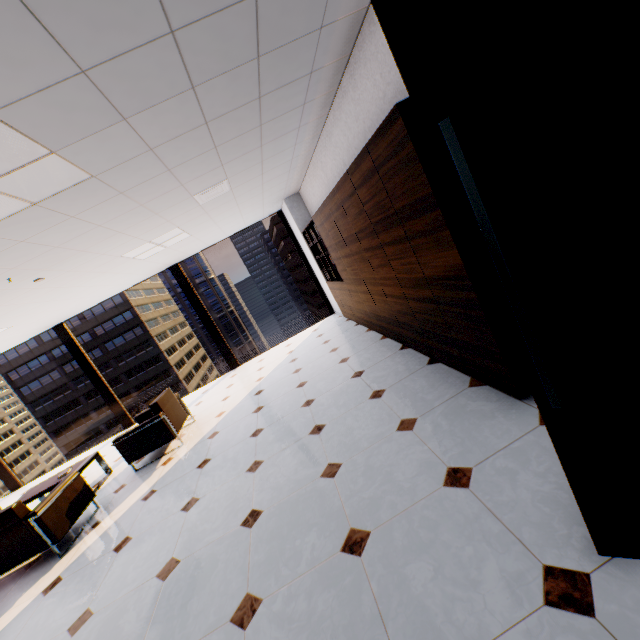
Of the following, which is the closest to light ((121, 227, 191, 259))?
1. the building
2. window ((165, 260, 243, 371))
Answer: window ((165, 260, 243, 371))

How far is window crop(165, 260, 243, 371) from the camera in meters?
7.9

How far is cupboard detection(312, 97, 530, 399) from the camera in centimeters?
209cm

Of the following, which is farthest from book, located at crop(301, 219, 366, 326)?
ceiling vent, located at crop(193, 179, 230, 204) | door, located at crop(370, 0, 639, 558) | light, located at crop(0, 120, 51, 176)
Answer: door, located at crop(370, 0, 639, 558)

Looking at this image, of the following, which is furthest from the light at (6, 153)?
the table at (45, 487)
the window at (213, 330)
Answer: the window at (213, 330)

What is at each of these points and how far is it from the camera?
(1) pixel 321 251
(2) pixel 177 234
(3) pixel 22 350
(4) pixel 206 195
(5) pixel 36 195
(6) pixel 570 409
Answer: (1) book, 6.61m
(2) light, 5.43m
(3) building, 59.59m
(4) ceiling vent, 4.32m
(5) light, 2.43m
(6) door, 1.14m

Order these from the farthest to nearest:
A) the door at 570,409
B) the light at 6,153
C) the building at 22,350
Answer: the building at 22,350, the light at 6,153, the door at 570,409

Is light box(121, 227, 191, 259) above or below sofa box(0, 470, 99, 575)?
above
